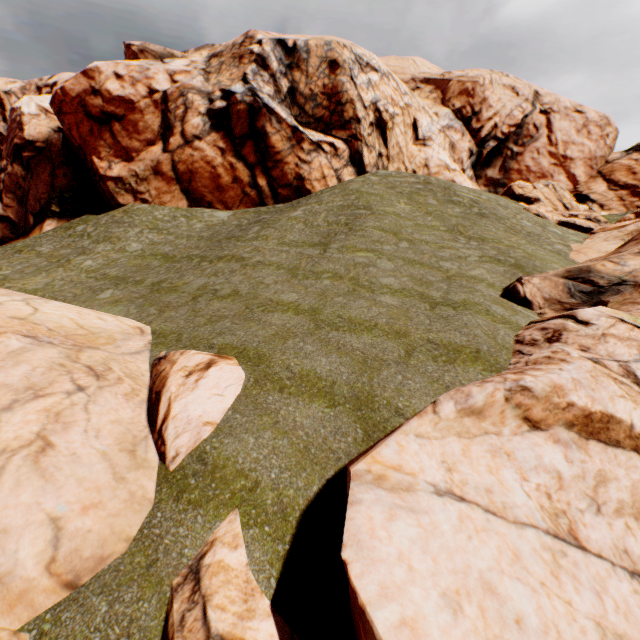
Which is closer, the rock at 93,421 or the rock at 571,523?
the rock at 571,523

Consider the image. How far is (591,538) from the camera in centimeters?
494cm

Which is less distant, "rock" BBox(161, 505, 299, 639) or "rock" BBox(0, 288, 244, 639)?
"rock" BBox(161, 505, 299, 639)
